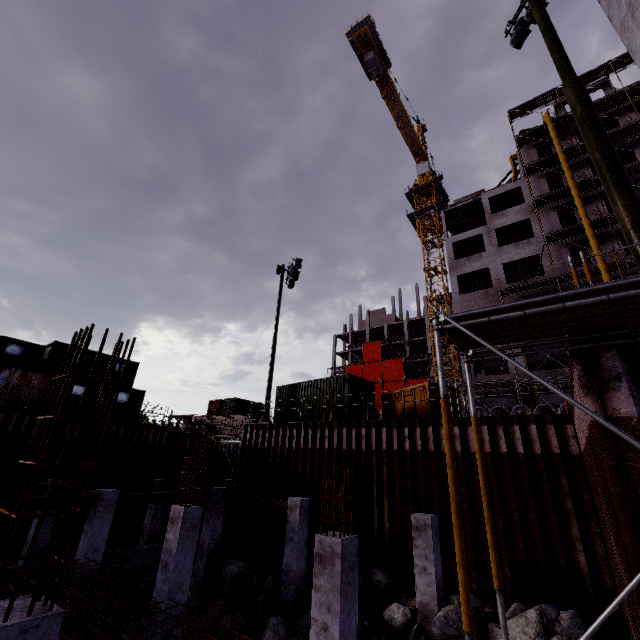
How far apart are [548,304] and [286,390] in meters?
18.0

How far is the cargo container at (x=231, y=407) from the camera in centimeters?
4006cm

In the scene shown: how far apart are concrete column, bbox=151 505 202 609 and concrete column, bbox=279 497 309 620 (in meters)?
4.32

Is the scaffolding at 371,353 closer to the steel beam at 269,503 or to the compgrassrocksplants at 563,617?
the steel beam at 269,503

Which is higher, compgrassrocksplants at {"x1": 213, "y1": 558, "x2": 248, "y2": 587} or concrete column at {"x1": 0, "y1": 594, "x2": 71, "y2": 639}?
concrete column at {"x1": 0, "y1": 594, "x2": 71, "y2": 639}

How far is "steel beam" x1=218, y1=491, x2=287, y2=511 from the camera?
12.98m

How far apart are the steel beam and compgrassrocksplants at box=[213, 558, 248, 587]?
2.2 meters

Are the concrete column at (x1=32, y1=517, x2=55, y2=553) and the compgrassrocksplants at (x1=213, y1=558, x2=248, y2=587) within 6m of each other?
no
